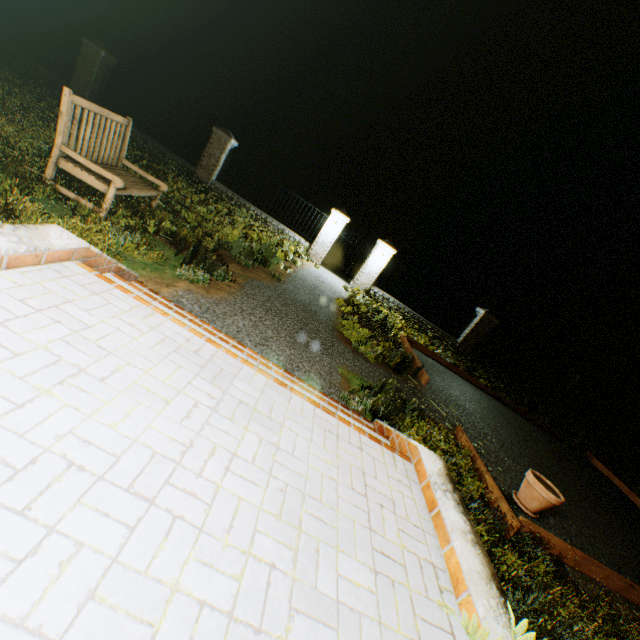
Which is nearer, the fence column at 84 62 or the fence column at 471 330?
the fence column at 84 62

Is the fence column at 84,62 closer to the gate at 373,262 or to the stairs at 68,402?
the gate at 373,262

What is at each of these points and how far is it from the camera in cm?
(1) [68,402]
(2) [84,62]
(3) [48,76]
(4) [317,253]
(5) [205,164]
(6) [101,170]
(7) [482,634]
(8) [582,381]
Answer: (1) stairs, 146
(2) fence column, 1222
(3) fence, 1248
(4) gate, 1383
(5) fence column, 1302
(6) bench, 452
(7) plant, 107
(8) fence column, 1481

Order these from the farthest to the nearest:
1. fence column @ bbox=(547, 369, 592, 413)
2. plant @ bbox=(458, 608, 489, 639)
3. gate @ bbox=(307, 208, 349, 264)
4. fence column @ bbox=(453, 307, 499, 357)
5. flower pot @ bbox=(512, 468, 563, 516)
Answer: fence column @ bbox=(547, 369, 592, 413), fence column @ bbox=(453, 307, 499, 357), gate @ bbox=(307, 208, 349, 264), flower pot @ bbox=(512, 468, 563, 516), plant @ bbox=(458, 608, 489, 639)

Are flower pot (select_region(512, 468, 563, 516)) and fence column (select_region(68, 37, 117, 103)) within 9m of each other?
no

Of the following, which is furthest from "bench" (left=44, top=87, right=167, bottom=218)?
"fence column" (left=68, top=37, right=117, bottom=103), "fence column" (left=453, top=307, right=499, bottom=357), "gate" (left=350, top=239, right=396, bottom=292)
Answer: "fence column" (left=453, top=307, right=499, bottom=357)

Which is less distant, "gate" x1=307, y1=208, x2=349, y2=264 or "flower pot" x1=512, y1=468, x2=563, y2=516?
"flower pot" x1=512, y1=468, x2=563, y2=516

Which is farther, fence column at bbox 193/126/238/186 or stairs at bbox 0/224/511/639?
fence column at bbox 193/126/238/186
